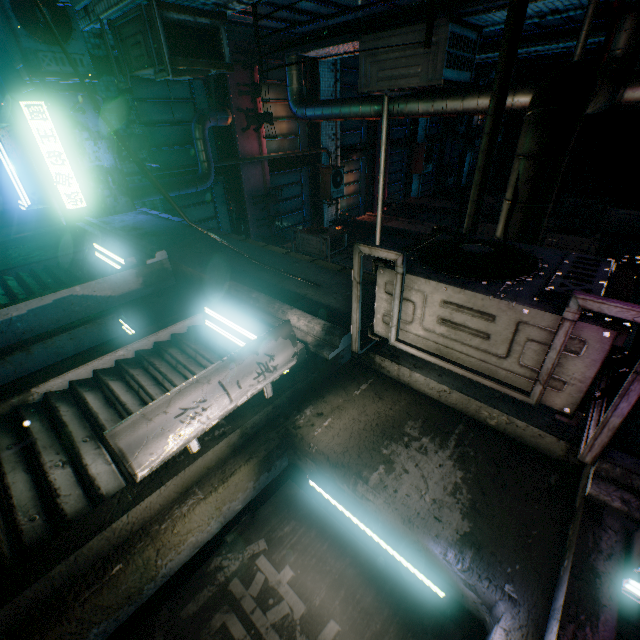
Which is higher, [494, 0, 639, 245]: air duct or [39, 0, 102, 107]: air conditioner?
[494, 0, 639, 245]: air duct

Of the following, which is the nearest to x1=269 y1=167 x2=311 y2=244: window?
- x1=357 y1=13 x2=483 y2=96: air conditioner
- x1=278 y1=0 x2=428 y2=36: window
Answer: x1=278 y1=0 x2=428 y2=36: window

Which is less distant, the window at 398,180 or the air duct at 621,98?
the air duct at 621,98

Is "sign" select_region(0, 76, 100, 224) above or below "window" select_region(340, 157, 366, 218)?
below

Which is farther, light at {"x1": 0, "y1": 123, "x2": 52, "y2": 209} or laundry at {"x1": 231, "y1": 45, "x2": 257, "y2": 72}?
laundry at {"x1": 231, "y1": 45, "x2": 257, "y2": 72}

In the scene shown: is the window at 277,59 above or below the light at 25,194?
above

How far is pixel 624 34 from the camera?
3.33m

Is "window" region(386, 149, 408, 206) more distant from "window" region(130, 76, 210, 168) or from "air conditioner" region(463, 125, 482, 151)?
"window" region(130, 76, 210, 168)
